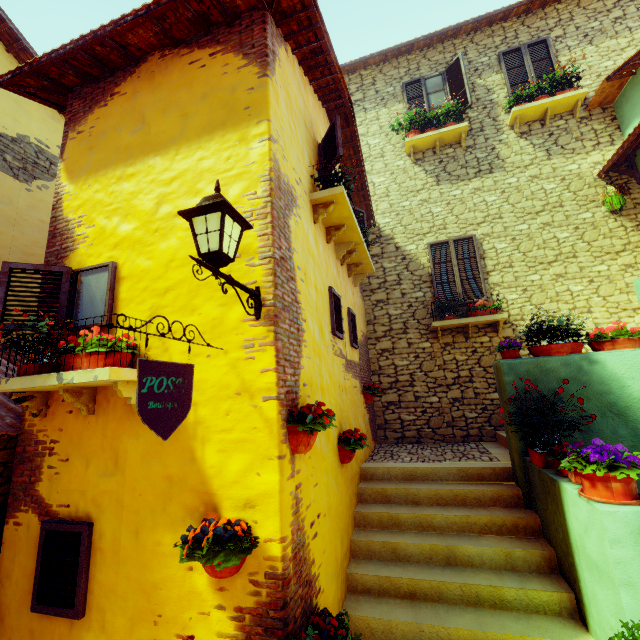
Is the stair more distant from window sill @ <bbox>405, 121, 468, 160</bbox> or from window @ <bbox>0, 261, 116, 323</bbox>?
window sill @ <bbox>405, 121, 468, 160</bbox>

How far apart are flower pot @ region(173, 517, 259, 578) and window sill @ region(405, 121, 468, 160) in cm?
895

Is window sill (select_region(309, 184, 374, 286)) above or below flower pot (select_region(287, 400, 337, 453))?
above

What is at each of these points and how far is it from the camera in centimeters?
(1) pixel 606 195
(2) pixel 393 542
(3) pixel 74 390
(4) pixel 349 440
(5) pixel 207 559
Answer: (1) flower pot, 690cm
(2) stair, 395cm
(3) window sill, 295cm
(4) flower pot, 412cm
(5) flower pot, 224cm

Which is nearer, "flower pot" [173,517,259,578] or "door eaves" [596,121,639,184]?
"flower pot" [173,517,259,578]

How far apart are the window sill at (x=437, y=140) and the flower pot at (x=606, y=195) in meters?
3.2 m

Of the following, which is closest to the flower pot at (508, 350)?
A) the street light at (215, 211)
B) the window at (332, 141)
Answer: the window at (332, 141)

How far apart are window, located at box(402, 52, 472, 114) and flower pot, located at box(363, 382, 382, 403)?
7.26m
